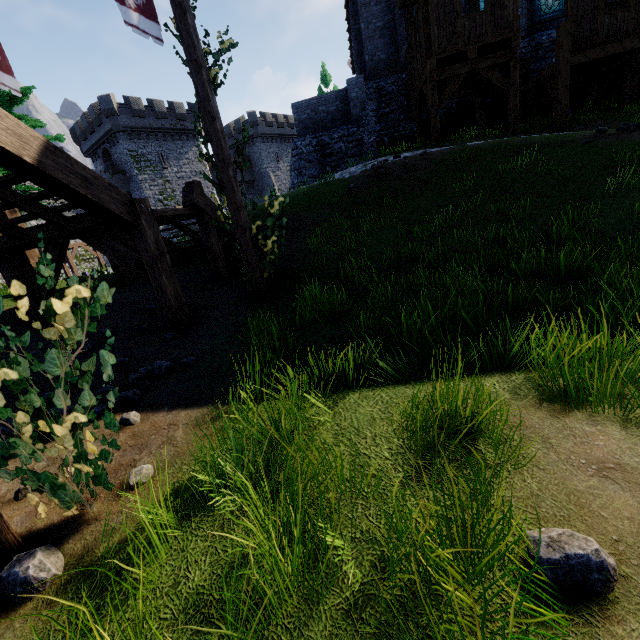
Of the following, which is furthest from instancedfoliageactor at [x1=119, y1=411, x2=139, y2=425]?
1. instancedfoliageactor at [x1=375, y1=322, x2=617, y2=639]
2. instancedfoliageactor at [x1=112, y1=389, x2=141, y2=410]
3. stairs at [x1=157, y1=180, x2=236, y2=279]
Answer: stairs at [x1=157, y1=180, x2=236, y2=279]

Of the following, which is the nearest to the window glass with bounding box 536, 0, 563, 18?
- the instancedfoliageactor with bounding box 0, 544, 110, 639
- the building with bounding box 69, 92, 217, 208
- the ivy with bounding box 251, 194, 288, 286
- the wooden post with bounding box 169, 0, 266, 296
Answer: the ivy with bounding box 251, 194, 288, 286

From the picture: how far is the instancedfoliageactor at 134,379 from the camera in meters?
4.4

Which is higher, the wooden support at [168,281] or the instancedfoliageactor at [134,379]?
the wooden support at [168,281]

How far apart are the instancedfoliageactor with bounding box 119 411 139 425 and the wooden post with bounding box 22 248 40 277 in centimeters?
702cm

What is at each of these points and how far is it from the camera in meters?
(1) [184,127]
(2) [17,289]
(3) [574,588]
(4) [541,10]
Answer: (1) building, 39.0
(2) ivy, 1.9
(3) instancedfoliageactor, 1.4
(4) window glass, 16.6

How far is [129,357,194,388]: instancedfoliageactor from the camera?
4.4 meters

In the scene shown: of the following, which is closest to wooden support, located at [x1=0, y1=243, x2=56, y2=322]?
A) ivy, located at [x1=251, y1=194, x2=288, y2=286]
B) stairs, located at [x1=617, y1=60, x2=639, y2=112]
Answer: ivy, located at [x1=251, y1=194, x2=288, y2=286]
